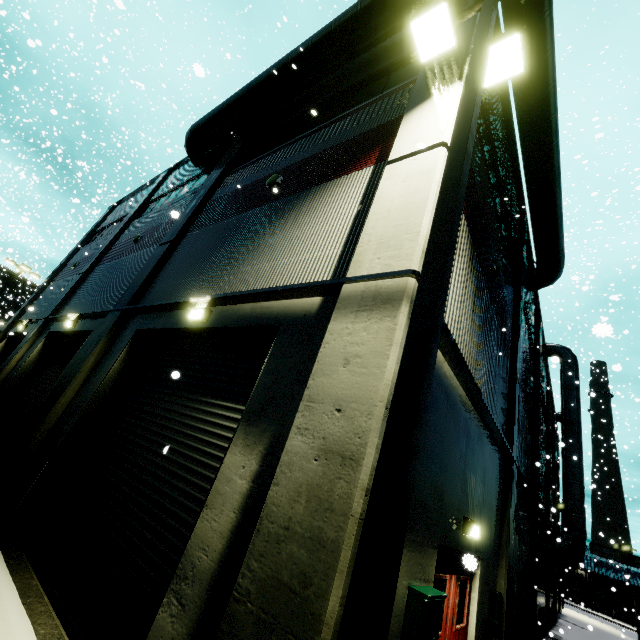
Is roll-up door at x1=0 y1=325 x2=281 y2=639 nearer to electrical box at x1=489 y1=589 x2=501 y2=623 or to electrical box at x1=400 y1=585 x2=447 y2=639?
electrical box at x1=400 y1=585 x2=447 y2=639

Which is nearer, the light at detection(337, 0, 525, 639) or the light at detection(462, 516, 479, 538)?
the light at detection(337, 0, 525, 639)

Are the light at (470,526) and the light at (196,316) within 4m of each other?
no

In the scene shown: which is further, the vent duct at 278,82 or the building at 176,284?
the vent duct at 278,82

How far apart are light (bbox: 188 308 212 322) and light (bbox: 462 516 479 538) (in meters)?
5.83

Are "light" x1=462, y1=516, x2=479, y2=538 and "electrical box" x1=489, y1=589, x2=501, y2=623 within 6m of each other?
yes

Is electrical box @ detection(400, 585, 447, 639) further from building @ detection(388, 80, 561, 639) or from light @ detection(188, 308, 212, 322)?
light @ detection(188, 308, 212, 322)

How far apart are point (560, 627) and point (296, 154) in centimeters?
3025cm
